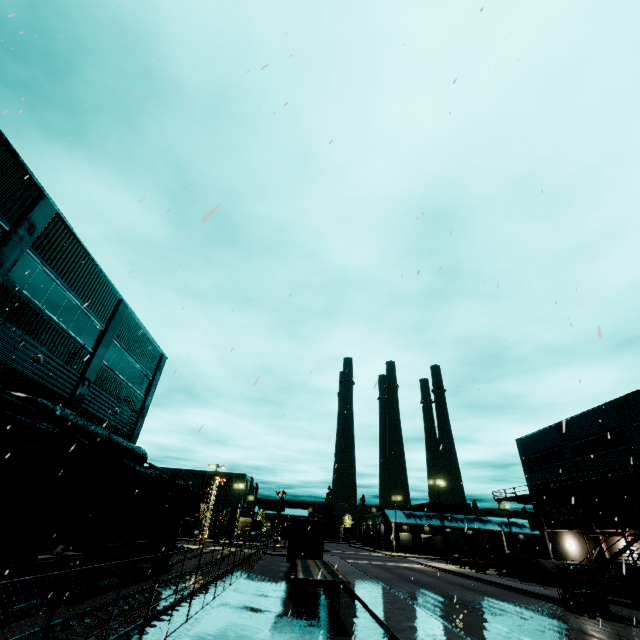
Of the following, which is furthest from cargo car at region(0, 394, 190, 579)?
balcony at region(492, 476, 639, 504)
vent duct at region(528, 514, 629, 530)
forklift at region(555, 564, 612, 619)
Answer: forklift at region(555, 564, 612, 619)

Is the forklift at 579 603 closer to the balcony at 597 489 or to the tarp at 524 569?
the balcony at 597 489

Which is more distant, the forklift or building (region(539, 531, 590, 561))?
building (region(539, 531, 590, 561))

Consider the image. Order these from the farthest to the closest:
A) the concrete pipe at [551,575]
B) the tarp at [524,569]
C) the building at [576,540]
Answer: the building at [576,540], the concrete pipe at [551,575], the tarp at [524,569]

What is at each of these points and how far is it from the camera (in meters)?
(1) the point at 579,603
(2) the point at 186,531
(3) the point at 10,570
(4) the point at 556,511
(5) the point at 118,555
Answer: (1) forklift, 18.05
(2) tarp, 37.62
(3) flatcar, 9.26
(4) building, 36.22
(5) flatcar, 14.92

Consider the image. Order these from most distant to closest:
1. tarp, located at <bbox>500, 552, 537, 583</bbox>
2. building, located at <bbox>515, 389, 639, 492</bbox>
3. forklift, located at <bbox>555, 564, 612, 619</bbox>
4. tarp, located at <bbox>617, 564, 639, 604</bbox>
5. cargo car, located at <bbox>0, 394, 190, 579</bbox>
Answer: building, located at <bbox>515, 389, 639, 492</bbox>
tarp, located at <bbox>500, 552, 537, 583</bbox>
tarp, located at <bbox>617, 564, 639, 604</bbox>
forklift, located at <bbox>555, 564, 612, 619</bbox>
cargo car, located at <bbox>0, 394, 190, 579</bbox>

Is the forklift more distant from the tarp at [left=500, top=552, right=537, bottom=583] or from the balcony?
the tarp at [left=500, top=552, right=537, bottom=583]

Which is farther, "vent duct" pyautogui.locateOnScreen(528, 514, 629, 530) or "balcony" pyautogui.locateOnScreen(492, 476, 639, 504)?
"vent duct" pyautogui.locateOnScreen(528, 514, 629, 530)
